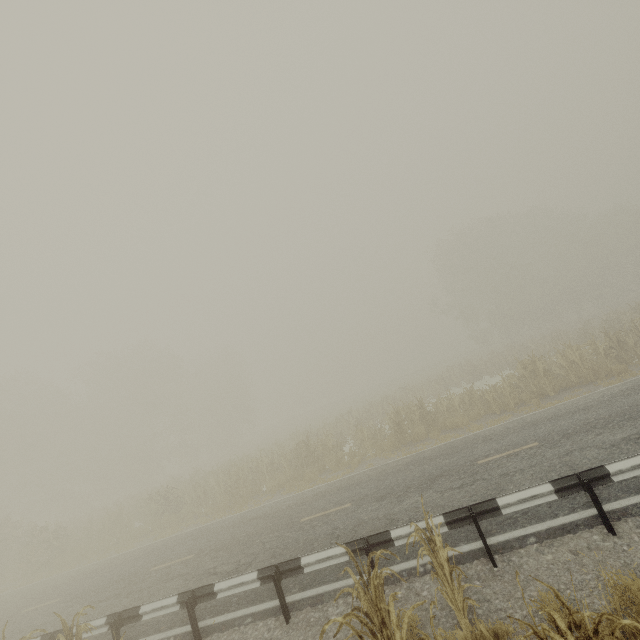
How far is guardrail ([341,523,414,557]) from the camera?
6.18m

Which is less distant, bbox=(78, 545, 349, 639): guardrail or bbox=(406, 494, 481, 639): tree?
bbox=(406, 494, 481, 639): tree

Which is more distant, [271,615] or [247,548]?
[247,548]

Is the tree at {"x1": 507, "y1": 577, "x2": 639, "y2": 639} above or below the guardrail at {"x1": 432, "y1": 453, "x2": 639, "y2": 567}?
above

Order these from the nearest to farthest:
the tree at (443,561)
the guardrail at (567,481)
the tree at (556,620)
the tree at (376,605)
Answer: the tree at (556,620) < the tree at (376,605) < the tree at (443,561) < the guardrail at (567,481)

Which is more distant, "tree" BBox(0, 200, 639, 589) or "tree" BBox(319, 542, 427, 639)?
"tree" BBox(0, 200, 639, 589)

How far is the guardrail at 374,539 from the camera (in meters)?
6.18

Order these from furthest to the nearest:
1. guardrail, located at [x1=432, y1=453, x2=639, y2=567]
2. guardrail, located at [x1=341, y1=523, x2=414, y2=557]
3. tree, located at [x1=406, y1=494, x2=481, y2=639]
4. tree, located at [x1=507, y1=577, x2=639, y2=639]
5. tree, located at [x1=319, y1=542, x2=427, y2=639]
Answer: guardrail, located at [x1=341, y1=523, x2=414, y2=557] < guardrail, located at [x1=432, y1=453, x2=639, y2=567] < tree, located at [x1=406, y1=494, x2=481, y2=639] < tree, located at [x1=319, y1=542, x2=427, y2=639] < tree, located at [x1=507, y1=577, x2=639, y2=639]
